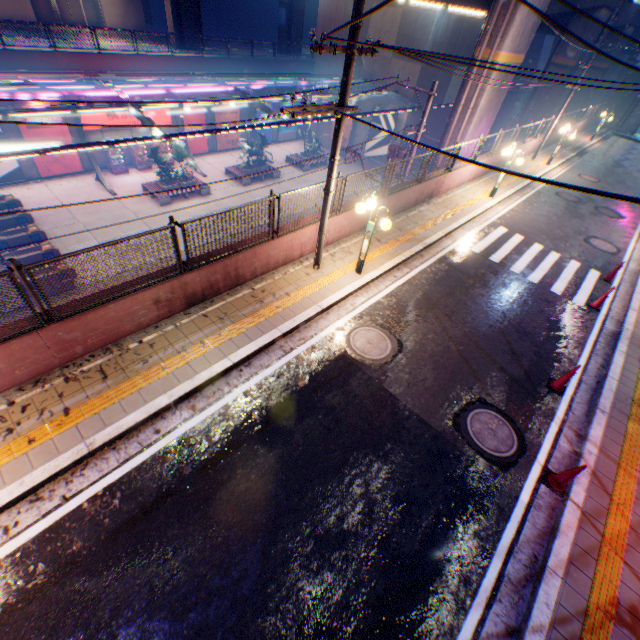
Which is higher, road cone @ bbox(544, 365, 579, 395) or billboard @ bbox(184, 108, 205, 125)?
road cone @ bbox(544, 365, 579, 395)

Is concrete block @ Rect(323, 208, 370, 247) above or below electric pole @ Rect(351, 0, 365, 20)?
below

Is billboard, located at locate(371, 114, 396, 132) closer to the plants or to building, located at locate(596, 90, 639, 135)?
the plants

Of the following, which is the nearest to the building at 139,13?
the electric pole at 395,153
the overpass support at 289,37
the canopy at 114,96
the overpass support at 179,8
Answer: the overpass support at 179,8

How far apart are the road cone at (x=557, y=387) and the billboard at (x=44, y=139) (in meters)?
30.11

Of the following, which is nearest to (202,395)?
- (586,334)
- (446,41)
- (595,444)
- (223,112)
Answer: (595,444)

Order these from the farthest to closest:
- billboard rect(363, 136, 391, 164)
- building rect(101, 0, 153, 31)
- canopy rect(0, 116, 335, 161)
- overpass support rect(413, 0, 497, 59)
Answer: building rect(101, 0, 153, 31)
billboard rect(363, 136, 391, 164)
overpass support rect(413, 0, 497, 59)
canopy rect(0, 116, 335, 161)

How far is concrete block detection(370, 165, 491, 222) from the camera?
11.8m
